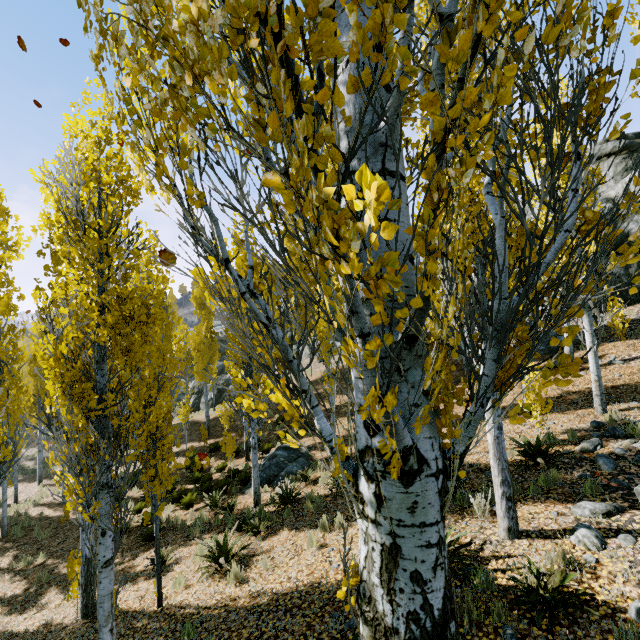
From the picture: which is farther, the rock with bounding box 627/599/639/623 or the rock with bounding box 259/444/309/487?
the rock with bounding box 259/444/309/487

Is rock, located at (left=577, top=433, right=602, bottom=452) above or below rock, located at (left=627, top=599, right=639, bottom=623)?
above

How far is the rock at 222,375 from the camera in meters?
31.8

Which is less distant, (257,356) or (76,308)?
(257,356)

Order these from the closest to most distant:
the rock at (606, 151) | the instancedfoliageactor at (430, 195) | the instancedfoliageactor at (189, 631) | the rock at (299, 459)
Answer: the instancedfoliageactor at (430, 195)
the instancedfoliageactor at (189, 631)
the rock at (299, 459)
the rock at (606, 151)

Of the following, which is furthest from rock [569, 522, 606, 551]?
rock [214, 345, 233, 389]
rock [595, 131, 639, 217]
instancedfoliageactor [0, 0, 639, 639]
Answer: rock [214, 345, 233, 389]
